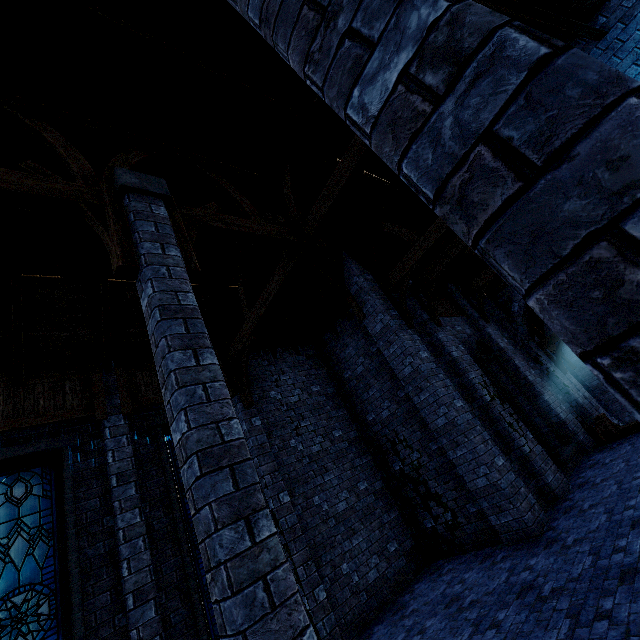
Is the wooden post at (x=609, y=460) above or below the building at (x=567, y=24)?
below

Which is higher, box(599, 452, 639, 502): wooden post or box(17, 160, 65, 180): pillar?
box(17, 160, 65, 180): pillar

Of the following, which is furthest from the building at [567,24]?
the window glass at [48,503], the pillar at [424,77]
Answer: the window glass at [48,503]

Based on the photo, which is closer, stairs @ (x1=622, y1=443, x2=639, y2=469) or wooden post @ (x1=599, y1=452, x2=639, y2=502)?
wooden post @ (x1=599, y1=452, x2=639, y2=502)

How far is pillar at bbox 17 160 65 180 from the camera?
3.92m

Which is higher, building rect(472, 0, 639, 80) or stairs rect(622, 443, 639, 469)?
building rect(472, 0, 639, 80)

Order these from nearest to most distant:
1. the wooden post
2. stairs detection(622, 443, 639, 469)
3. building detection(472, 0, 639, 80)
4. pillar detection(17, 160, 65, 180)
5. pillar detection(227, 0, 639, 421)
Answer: pillar detection(227, 0, 639, 421) < pillar detection(17, 160, 65, 180) < building detection(472, 0, 639, 80) < the wooden post < stairs detection(622, 443, 639, 469)

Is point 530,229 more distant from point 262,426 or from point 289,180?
point 262,426
